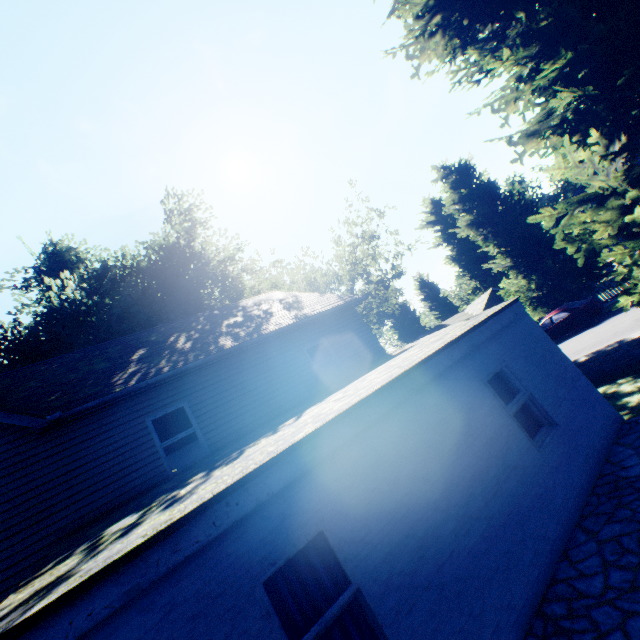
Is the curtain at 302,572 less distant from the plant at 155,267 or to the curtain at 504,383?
the curtain at 504,383

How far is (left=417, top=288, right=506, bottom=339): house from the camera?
40.56m

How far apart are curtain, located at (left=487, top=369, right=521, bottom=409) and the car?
16.3m

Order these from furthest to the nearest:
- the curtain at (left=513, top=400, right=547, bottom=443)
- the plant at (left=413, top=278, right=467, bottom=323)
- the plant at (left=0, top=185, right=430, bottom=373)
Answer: the plant at (left=413, top=278, right=467, bottom=323) < the plant at (left=0, top=185, right=430, bottom=373) < the curtain at (left=513, top=400, right=547, bottom=443)

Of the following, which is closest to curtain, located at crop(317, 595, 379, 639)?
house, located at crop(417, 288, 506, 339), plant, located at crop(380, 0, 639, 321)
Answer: plant, located at crop(380, 0, 639, 321)

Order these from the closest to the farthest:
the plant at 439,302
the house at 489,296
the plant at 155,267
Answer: the plant at 155,267 < the house at 489,296 < the plant at 439,302

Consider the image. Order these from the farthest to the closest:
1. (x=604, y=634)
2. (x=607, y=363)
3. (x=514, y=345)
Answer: (x=607, y=363)
(x=514, y=345)
(x=604, y=634)
